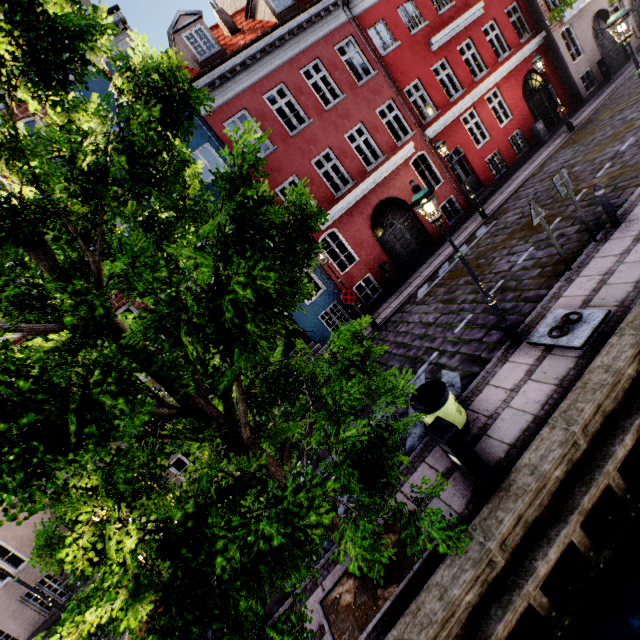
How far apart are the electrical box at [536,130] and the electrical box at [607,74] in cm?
559

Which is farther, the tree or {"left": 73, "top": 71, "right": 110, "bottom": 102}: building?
{"left": 73, "top": 71, "right": 110, "bottom": 102}: building

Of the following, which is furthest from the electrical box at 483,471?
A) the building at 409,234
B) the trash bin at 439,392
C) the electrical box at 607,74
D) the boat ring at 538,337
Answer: the electrical box at 607,74

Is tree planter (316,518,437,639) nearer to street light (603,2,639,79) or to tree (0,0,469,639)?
tree (0,0,469,639)

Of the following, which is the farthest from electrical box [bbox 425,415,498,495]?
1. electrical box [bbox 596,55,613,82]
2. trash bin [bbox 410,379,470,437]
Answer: electrical box [bbox 596,55,613,82]

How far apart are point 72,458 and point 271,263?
2.1m

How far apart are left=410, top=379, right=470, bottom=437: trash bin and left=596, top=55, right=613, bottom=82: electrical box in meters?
23.6

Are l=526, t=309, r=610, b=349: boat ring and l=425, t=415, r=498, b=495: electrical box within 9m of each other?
yes
